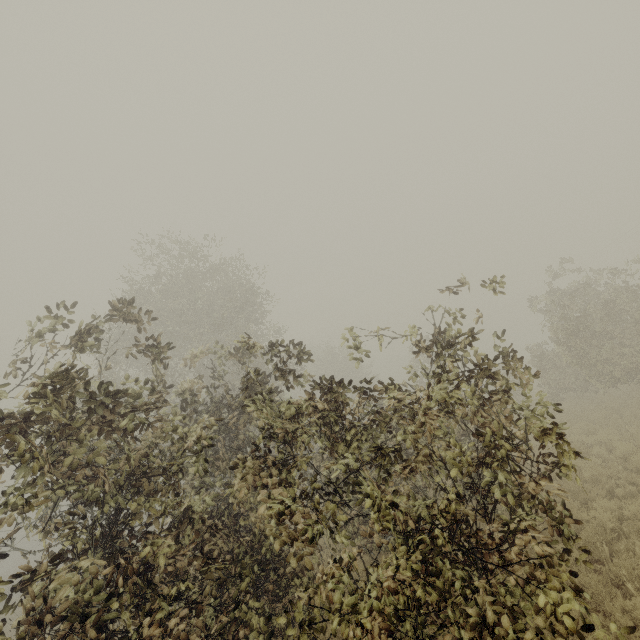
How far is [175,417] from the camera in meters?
5.2
